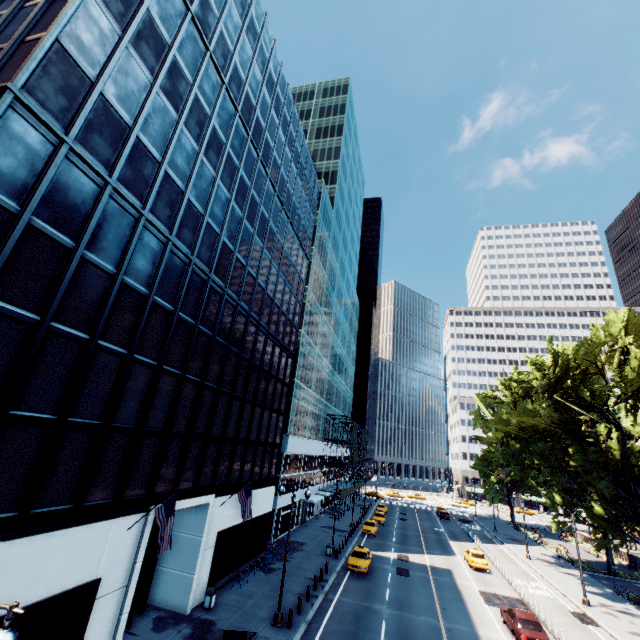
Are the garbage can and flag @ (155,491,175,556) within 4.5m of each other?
no

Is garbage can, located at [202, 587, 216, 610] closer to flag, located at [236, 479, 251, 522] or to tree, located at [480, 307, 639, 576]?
flag, located at [236, 479, 251, 522]

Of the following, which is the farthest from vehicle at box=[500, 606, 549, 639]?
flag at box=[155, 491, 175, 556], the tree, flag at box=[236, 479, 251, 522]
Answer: flag at box=[155, 491, 175, 556]

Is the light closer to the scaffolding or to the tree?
the tree

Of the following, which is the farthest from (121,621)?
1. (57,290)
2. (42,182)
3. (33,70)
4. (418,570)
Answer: (418,570)

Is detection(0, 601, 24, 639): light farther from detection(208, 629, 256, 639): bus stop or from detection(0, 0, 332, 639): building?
detection(208, 629, 256, 639): bus stop

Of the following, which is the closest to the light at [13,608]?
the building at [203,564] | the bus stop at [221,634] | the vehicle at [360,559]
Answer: the building at [203,564]

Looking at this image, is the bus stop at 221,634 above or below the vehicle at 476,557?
above
